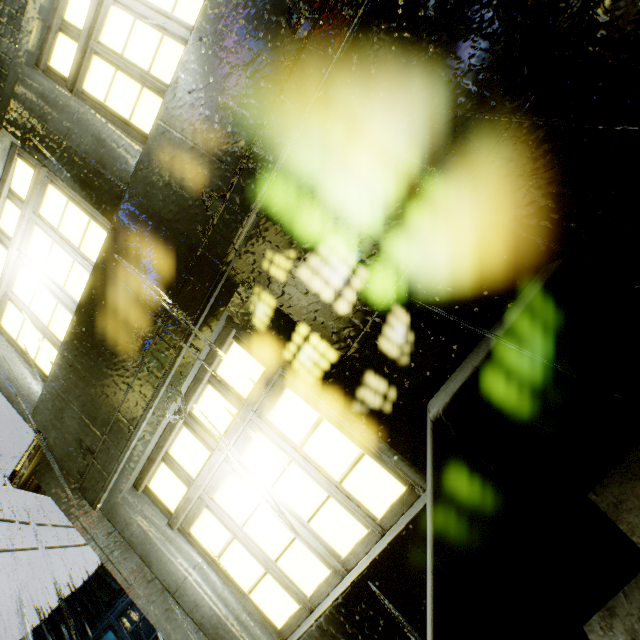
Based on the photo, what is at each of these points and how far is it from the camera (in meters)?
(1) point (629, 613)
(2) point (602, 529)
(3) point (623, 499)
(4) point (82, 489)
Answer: (1) stairs, 1.44
(2) structural stair, 1.56
(3) stairs, 1.39
(4) building, 3.39

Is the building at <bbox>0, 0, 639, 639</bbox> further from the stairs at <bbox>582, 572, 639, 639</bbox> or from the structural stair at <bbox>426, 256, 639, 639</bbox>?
the stairs at <bbox>582, 572, 639, 639</bbox>

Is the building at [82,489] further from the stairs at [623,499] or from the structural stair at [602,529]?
the stairs at [623,499]

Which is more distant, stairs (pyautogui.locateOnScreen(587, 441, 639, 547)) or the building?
the building
